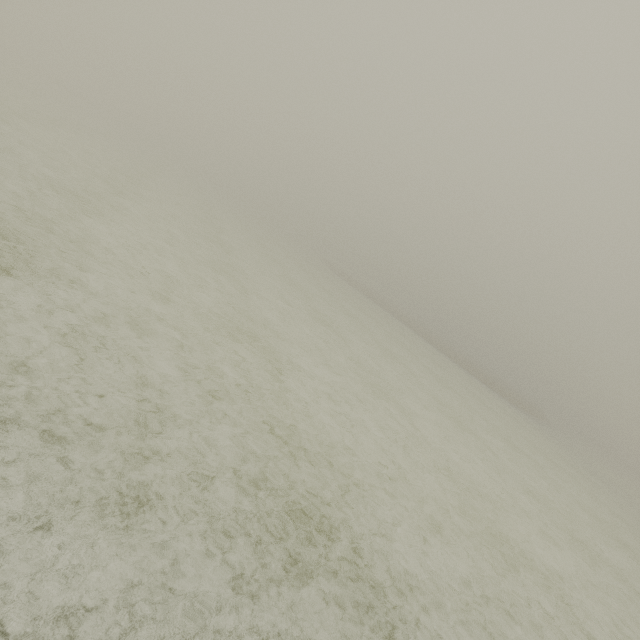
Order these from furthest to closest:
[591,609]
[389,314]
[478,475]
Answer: [389,314], [478,475], [591,609]
